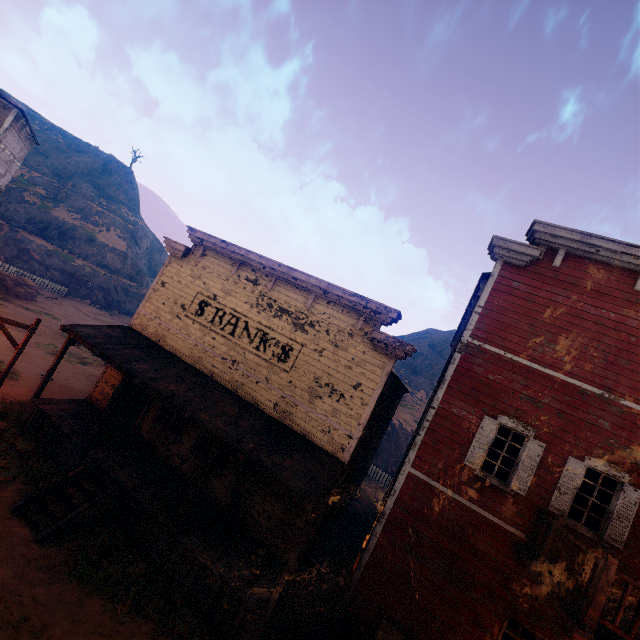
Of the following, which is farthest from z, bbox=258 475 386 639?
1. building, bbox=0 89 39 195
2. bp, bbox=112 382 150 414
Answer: bp, bbox=112 382 150 414

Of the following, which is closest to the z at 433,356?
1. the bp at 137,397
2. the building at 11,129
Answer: the building at 11,129

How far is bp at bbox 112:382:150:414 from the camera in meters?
12.6

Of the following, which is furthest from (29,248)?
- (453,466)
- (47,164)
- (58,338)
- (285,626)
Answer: (453,466)

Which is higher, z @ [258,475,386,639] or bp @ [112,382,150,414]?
bp @ [112,382,150,414]

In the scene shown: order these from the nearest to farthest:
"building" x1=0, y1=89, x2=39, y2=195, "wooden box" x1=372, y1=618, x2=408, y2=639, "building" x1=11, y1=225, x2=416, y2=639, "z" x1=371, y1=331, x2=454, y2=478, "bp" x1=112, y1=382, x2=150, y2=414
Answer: "wooden box" x1=372, y1=618, x2=408, y2=639 → "building" x1=11, y1=225, x2=416, y2=639 → "bp" x1=112, y1=382, x2=150, y2=414 → "building" x1=0, y1=89, x2=39, y2=195 → "z" x1=371, y1=331, x2=454, y2=478
